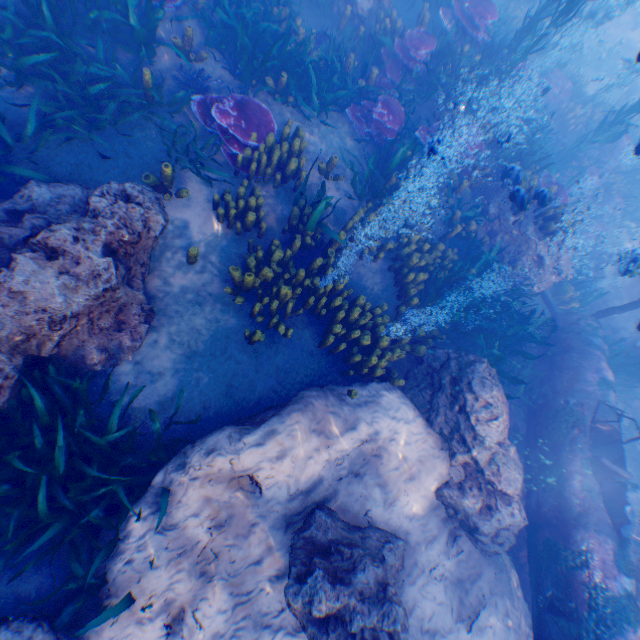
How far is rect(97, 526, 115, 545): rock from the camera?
3.6m

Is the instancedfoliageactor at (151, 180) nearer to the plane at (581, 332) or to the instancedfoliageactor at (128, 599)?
the instancedfoliageactor at (128, 599)

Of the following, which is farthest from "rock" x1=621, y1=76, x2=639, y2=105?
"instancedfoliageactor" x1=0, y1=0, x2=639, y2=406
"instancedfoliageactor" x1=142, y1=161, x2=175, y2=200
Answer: "instancedfoliageactor" x1=142, y1=161, x2=175, y2=200

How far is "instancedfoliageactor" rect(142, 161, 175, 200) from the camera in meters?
5.0

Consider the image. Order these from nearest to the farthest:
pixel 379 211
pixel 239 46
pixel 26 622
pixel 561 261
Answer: pixel 26 622 → pixel 239 46 → pixel 379 211 → pixel 561 261

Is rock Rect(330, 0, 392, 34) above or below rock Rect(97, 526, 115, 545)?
above

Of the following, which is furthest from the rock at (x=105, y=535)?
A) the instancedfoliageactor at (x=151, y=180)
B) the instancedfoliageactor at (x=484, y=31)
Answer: the instancedfoliageactor at (x=151, y=180)

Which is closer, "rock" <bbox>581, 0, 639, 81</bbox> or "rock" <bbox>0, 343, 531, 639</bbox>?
"rock" <bbox>0, 343, 531, 639</bbox>
